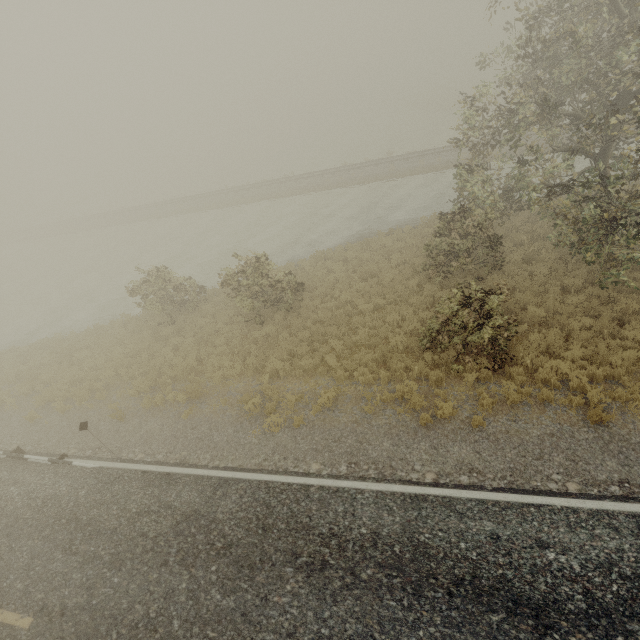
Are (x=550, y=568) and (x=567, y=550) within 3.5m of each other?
yes
